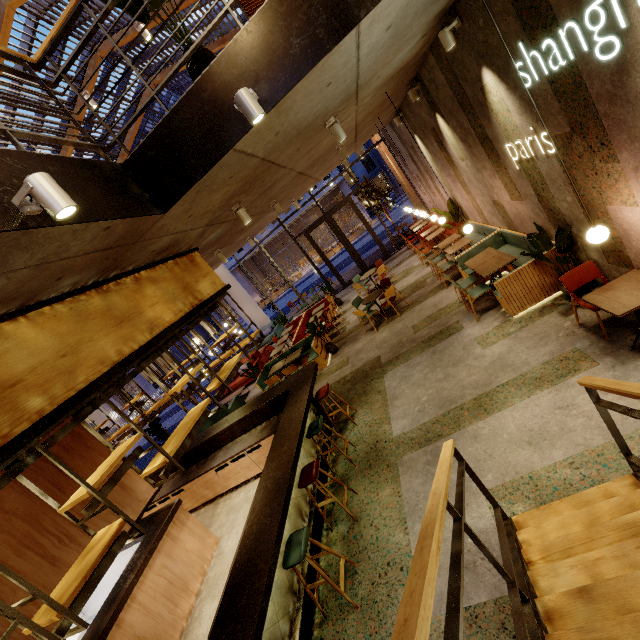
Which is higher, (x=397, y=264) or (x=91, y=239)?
(x=91, y=239)

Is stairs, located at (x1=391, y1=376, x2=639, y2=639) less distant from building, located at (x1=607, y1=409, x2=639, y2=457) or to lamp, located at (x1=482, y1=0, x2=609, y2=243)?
building, located at (x1=607, y1=409, x2=639, y2=457)

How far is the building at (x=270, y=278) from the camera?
43.6 meters

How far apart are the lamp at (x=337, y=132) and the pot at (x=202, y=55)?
1.85m

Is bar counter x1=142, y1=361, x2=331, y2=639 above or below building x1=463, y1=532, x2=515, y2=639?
above

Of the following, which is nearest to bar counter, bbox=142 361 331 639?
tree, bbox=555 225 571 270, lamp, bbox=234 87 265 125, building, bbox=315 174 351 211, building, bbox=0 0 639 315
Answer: building, bbox=0 0 639 315

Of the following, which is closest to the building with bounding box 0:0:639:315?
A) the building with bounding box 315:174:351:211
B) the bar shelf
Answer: the bar shelf

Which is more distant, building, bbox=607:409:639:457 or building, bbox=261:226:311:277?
building, bbox=261:226:311:277
